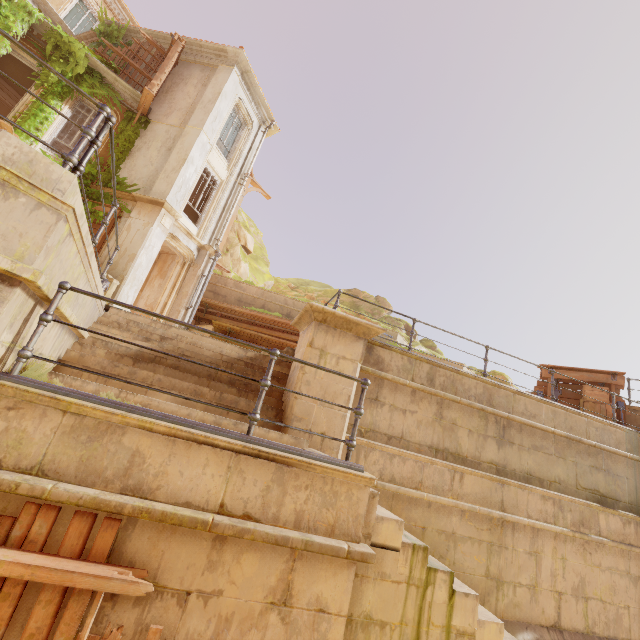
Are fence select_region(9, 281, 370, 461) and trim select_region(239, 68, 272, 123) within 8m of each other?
no

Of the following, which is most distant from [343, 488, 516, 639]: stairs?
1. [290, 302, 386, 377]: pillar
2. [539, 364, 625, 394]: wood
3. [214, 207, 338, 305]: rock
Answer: [214, 207, 338, 305]: rock

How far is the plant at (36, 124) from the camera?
10.9m

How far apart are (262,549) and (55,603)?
1.63m

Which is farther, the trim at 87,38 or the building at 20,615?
the trim at 87,38

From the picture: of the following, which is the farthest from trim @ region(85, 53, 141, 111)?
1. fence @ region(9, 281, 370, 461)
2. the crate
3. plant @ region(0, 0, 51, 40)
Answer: the crate

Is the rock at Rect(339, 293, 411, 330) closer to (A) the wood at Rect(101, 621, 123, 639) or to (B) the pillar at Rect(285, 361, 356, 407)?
(B) the pillar at Rect(285, 361, 356, 407)

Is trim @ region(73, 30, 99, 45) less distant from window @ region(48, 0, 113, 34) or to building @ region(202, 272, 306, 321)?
window @ region(48, 0, 113, 34)
